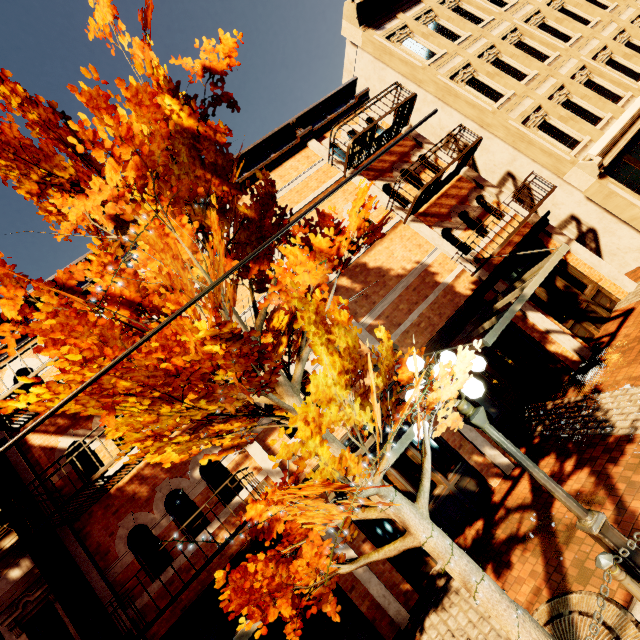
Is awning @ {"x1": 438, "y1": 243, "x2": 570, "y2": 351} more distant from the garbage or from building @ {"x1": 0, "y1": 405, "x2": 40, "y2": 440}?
the garbage

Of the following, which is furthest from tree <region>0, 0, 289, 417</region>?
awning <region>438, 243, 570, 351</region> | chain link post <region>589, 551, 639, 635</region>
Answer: awning <region>438, 243, 570, 351</region>

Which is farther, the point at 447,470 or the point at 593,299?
the point at 593,299

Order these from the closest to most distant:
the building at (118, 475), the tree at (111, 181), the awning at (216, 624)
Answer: the tree at (111, 181)
the awning at (216, 624)
the building at (118, 475)

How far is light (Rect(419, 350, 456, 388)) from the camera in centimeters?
410cm

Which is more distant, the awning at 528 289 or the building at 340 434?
the building at 340 434

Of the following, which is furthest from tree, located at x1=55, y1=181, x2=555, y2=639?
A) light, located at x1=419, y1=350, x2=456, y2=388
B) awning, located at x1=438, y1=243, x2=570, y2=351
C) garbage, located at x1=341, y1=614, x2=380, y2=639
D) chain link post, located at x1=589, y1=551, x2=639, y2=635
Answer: garbage, located at x1=341, y1=614, x2=380, y2=639

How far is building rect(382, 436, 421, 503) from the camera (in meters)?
7.76
